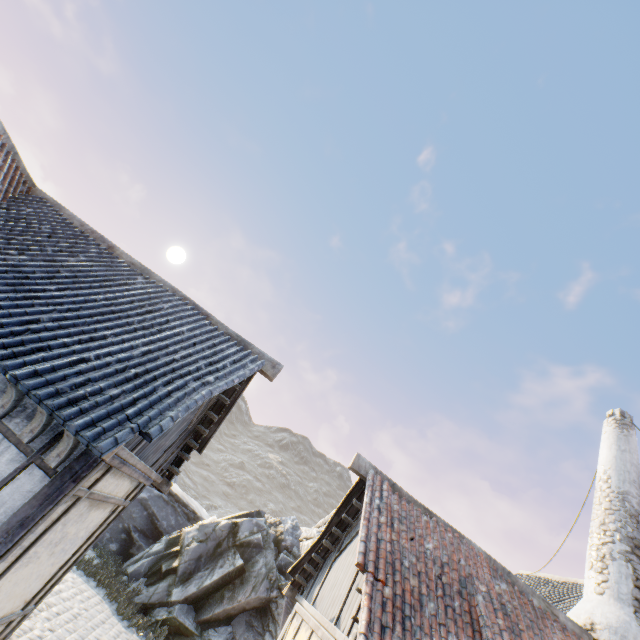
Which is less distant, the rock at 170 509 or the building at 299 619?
the building at 299 619

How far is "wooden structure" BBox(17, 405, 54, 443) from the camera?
4.0m

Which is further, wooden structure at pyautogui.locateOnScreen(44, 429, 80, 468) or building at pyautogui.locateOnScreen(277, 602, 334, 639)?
building at pyautogui.locateOnScreen(277, 602, 334, 639)

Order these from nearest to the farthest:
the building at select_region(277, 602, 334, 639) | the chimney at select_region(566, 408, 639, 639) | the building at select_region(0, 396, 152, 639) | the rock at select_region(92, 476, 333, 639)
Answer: the building at select_region(0, 396, 152, 639) → the building at select_region(277, 602, 334, 639) → the chimney at select_region(566, 408, 639, 639) → the rock at select_region(92, 476, 333, 639)

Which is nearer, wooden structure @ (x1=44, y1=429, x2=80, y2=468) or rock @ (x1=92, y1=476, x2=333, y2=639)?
wooden structure @ (x1=44, y1=429, x2=80, y2=468)

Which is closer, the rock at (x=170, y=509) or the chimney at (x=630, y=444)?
the chimney at (x=630, y=444)

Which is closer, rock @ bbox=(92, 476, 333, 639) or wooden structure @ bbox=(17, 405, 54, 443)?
wooden structure @ bbox=(17, 405, 54, 443)

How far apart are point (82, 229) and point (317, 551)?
9.5m
